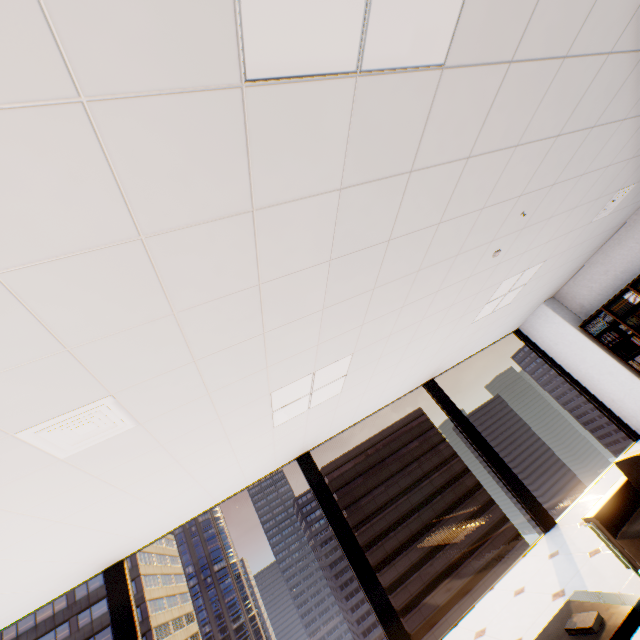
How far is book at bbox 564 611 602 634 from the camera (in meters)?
2.03

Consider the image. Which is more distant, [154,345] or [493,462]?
[493,462]

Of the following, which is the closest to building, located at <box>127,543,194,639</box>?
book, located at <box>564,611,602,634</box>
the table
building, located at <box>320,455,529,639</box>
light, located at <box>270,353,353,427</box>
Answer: building, located at <box>320,455,529,639</box>

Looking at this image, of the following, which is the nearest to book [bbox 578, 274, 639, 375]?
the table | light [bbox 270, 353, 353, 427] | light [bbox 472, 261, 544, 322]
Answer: light [bbox 472, 261, 544, 322]

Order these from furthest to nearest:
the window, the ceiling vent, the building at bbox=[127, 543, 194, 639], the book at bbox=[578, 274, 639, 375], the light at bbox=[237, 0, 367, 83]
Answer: the building at bbox=[127, 543, 194, 639] → the book at bbox=[578, 274, 639, 375] → the window → the ceiling vent → the light at bbox=[237, 0, 367, 83]

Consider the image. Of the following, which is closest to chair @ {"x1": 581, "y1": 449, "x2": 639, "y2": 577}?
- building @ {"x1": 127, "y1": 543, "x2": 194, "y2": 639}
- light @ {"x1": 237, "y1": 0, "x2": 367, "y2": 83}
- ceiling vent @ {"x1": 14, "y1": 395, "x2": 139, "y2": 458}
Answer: light @ {"x1": 237, "y1": 0, "x2": 367, "y2": 83}

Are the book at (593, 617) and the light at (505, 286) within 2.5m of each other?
no

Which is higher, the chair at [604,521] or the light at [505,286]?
the light at [505,286]
